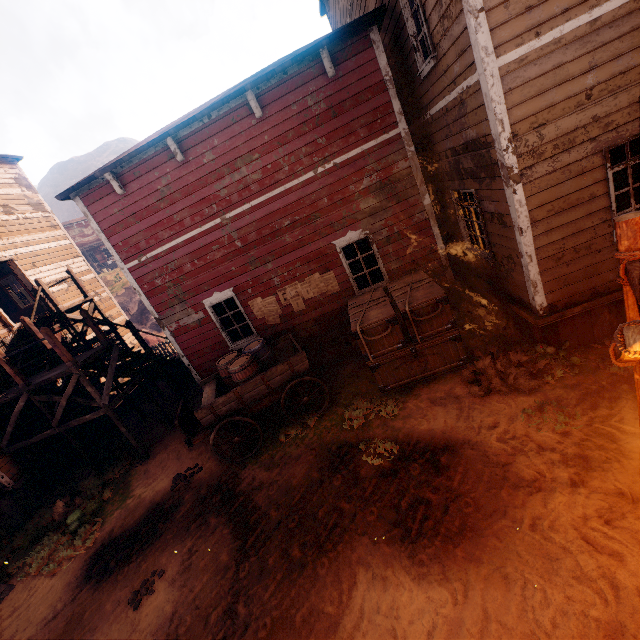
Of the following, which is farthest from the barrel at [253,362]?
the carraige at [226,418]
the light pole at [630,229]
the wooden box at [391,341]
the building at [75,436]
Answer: the light pole at [630,229]

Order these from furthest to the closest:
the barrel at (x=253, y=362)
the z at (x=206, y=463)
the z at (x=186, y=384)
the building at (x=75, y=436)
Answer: the z at (x=186, y=384)
the barrel at (x=253, y=362)
the building at (x=75, y=436)
the z at (x=206, y=463)

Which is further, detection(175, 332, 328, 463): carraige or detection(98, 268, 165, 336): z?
detection(98, 268, 165, 336): z

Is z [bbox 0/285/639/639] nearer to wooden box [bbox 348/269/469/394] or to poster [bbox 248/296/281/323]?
wooden box [bbox 348/269/469/394]

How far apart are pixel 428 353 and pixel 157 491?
7.3 meters

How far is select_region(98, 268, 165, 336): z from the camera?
28.25m

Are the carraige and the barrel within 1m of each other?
yes

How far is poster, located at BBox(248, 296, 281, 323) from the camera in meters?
8.9
